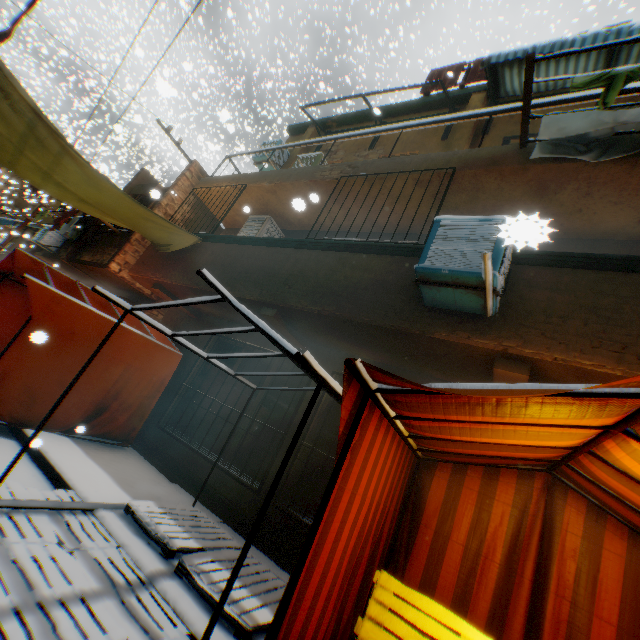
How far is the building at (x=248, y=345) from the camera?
7.0 meters

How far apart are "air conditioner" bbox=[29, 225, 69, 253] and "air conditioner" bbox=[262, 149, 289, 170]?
9.0m

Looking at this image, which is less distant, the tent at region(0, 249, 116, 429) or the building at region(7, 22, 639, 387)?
the building at region(7, 22, 639, 387)

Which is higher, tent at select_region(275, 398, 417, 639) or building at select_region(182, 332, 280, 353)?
building at select_region(182, 332, 280, 353)

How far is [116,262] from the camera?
9.96m

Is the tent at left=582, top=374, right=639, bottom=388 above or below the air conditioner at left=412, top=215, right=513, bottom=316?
below

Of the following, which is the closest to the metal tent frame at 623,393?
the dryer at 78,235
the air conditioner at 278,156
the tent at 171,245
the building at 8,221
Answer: the tent at 171,245

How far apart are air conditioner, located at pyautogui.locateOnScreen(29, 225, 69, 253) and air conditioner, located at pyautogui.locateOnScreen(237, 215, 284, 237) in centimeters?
976cm
